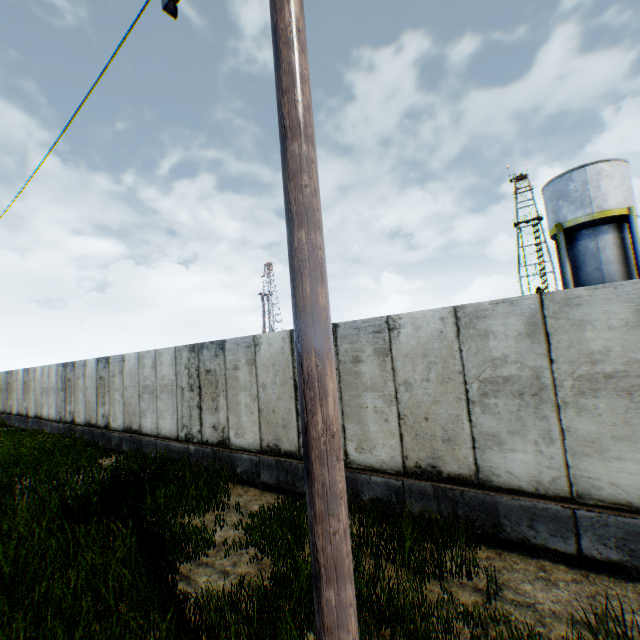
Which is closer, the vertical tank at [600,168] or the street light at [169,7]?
the street light at [169,7]

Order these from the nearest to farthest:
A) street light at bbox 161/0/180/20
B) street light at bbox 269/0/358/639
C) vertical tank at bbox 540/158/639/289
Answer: street light at bbox 269/0/358/639
street light at bbox 161/0/180/20
vertical tank at bbox 540/158/639/289

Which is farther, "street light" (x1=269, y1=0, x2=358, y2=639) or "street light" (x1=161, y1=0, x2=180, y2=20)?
Result: "street light" (x1=161, y1=0, x2=180, y2=20)

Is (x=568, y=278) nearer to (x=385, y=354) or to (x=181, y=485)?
(x=385, y=354)

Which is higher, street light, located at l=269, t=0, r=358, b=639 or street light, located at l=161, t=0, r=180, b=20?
street light, located at l=161, t=0, r=180, b=20

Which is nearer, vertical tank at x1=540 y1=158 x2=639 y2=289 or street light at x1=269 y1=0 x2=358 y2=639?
street light at x1=269 y1=0 x2=358 y2=639
